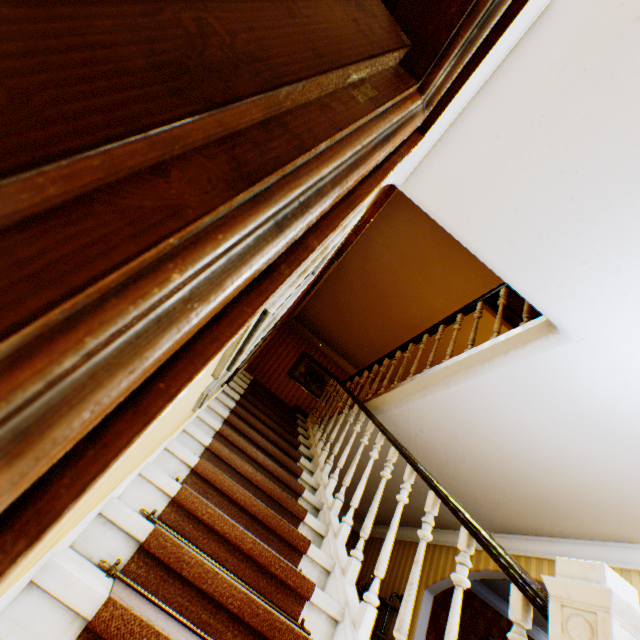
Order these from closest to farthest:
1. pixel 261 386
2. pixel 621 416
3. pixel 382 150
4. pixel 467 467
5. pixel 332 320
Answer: pixel 382 150
pixel 621 416
pixel 467 467
pixel 261 386
pixel 332 320

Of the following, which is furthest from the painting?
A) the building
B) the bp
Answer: the bp

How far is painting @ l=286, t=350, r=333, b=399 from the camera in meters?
8.9 m

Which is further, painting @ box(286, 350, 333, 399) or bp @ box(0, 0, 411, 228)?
painting @ box(286, 350, 333, 399)

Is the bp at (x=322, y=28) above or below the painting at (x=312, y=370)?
below

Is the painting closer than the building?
No

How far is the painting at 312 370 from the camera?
8.9m
